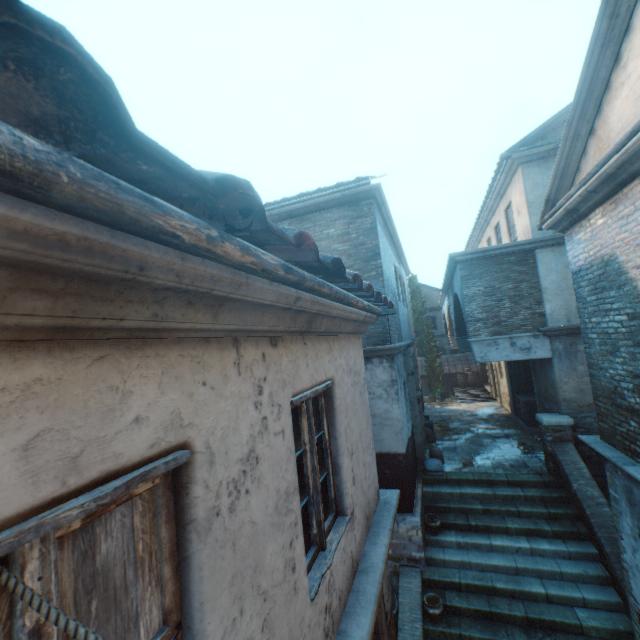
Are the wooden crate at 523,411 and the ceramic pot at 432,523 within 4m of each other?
no

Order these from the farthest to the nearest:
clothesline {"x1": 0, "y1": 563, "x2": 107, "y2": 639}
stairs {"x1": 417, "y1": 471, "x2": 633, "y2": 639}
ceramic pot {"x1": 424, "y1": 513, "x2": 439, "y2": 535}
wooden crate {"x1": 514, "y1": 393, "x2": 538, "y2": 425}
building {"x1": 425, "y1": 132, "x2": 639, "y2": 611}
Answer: wooden crate {"x1": 514, "y1": 393, "x2": 538, "y2": 425}
ceramic pot {"x1": 424, "y1": 513, "x2": 439, "y2": 535}
stairs {"x1": 417, "y1": 471, "x2": 633, "y2": 639}
building {"x1": 425, "y1": 132, "x2": 639, "y2": 611}
clothesline {"x1": 0, "y1": 563, "x2": 107, "y2": 639}

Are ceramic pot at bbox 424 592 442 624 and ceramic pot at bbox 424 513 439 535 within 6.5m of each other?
yes

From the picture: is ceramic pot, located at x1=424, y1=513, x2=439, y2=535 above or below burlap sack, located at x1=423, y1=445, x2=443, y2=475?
below

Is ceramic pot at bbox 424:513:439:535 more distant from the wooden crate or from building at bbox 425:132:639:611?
the wooden crate

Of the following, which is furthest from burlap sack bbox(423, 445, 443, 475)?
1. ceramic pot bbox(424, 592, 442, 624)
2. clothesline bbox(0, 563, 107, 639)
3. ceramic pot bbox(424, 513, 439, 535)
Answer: clothesline bbox(0, 563, 107, 639)

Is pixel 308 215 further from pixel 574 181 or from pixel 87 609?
pixel 87 609

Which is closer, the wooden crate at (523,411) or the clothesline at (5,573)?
the clothesline at (5,573)
